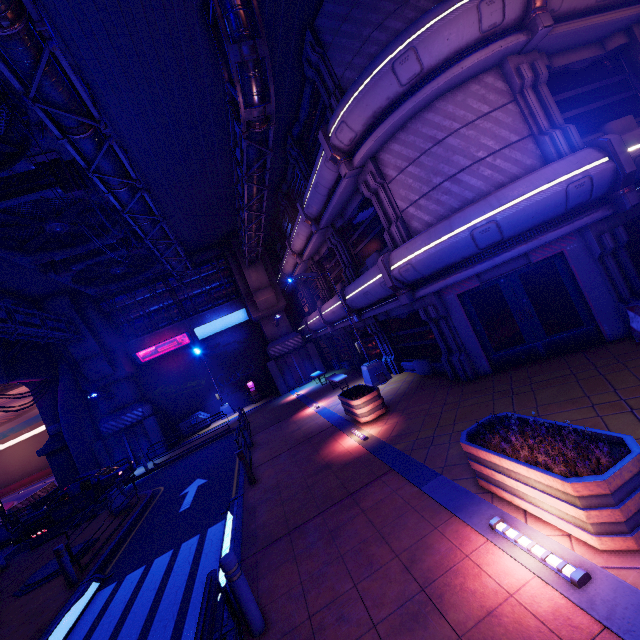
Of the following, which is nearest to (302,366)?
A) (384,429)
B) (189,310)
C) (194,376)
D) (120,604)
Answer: (194,376)

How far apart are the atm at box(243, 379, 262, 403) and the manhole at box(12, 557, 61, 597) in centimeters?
1574cm

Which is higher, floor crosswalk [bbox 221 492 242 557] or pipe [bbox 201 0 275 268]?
pipe [bbox 201 0 275 268]

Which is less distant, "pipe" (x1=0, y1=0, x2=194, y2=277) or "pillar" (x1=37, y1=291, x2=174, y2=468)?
"pipe" (x1=0, y1=0, x2=194, y2=277)

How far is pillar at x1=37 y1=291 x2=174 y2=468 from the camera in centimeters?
2159cm

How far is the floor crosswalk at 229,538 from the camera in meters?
6.9 m

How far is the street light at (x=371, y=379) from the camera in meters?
14.5

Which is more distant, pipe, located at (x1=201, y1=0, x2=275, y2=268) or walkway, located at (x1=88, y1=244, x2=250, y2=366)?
walkway, located at (x1=88, y1=244, x2=250, y2=366)
